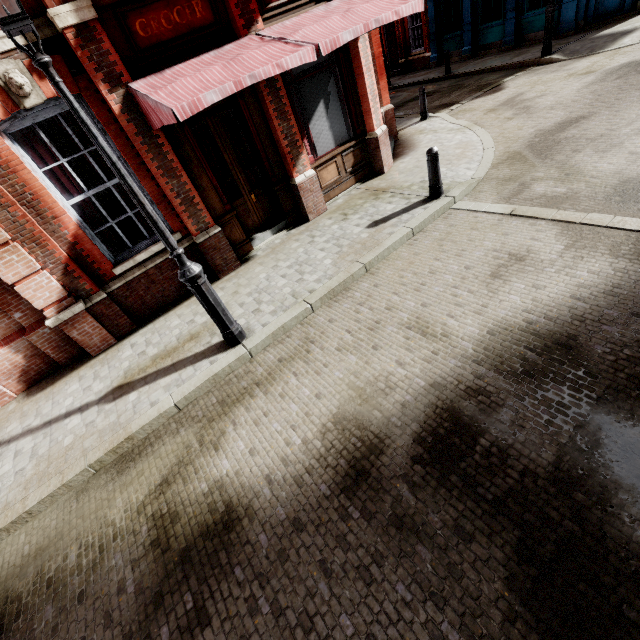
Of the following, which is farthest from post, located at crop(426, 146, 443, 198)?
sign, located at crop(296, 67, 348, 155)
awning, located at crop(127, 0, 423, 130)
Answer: sign, located at crop(296, 67, 348, 155)

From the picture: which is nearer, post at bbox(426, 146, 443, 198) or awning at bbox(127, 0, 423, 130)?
awning at bbox(127, 0, 423, 130)

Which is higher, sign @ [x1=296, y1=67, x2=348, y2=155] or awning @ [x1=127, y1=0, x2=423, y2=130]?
awning @ [x1=127, y1=0, x2=423, y2=130]

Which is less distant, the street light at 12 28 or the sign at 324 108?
the street light at 12 28

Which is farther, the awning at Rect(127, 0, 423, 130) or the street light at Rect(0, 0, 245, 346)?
the awning at Rect(127, 0, 423, 130)

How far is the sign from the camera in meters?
7.1

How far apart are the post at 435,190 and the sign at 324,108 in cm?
261

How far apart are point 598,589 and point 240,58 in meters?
7.3 m
